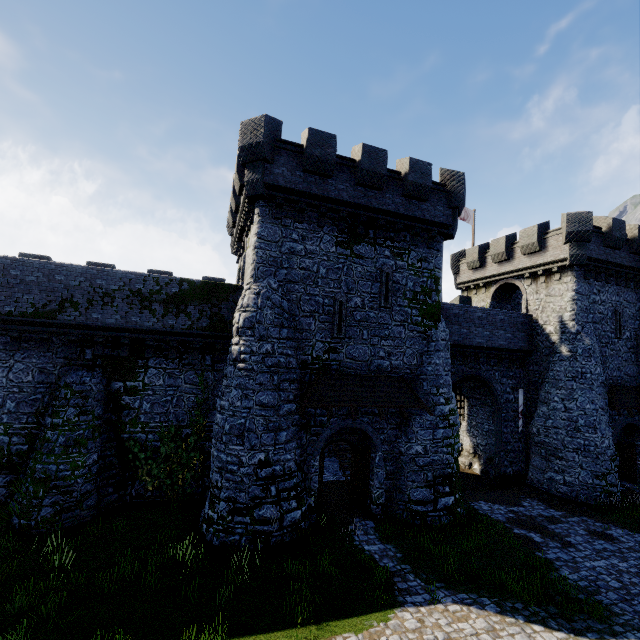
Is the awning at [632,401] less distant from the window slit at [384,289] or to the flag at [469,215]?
the flag at [469,215]

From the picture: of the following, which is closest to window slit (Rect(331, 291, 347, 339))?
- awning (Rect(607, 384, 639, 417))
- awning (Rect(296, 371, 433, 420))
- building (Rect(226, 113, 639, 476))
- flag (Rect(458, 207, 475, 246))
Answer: building (Rect(226, 113, 639, 476))

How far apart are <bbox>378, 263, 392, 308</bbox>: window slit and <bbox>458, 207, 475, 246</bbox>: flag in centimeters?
1613cm

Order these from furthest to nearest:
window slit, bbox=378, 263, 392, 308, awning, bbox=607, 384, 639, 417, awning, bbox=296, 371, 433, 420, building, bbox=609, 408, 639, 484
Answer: building, bbox=609, 408, 639, 484 < awning, bbox=607, 384, 639, 417 < window slit, bbox=378, 263, 392, 308 < awning, bbox=296, 371, 433, 420

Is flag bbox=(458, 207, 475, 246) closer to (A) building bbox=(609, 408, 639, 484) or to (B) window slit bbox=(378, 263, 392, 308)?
(A) building bbox=(609, 408, 639, 484)

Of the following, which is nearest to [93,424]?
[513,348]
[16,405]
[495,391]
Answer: [16,405]

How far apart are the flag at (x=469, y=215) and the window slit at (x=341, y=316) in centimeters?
1862cm

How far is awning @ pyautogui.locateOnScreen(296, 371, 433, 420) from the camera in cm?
1333
